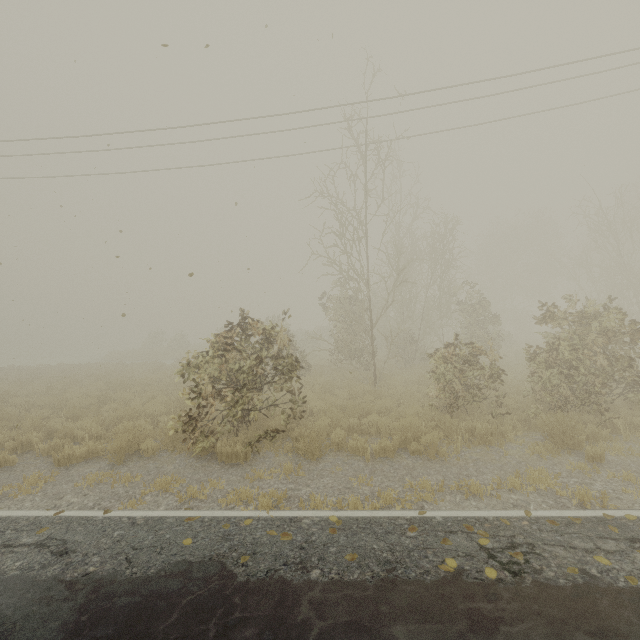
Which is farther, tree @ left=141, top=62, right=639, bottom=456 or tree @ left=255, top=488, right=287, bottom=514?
tree @ left=141, top=62, right=639, bottom=456

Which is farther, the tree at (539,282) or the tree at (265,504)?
the tree at (539,282)

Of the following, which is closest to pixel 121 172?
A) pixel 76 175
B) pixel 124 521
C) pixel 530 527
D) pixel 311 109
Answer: pixel 76 175

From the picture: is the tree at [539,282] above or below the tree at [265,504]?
above

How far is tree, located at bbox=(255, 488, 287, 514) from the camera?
4.9m

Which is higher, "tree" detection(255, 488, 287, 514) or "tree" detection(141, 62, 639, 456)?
"tree" detection(141, 62, 639, 456)
